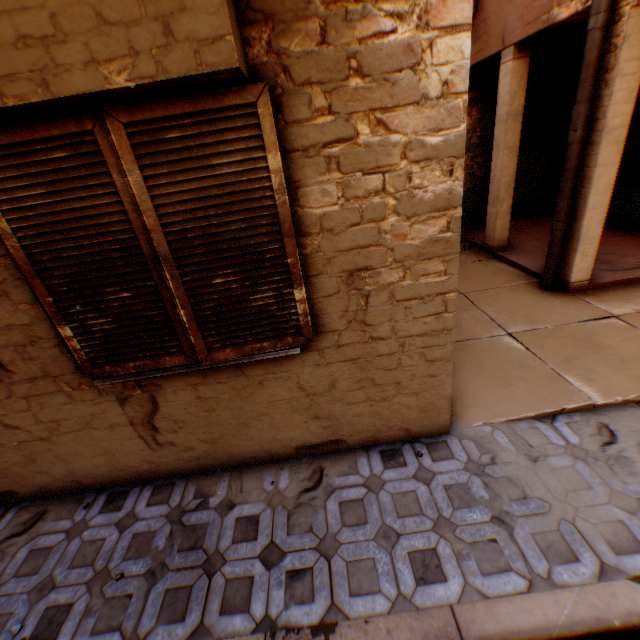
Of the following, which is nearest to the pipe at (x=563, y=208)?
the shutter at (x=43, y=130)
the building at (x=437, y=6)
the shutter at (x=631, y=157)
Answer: the building at (x=437, y=6)

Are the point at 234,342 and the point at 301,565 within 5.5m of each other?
yes

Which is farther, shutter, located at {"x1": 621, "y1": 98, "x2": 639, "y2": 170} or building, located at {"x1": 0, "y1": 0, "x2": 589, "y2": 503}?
shutter, located at {"x1": 621, "y1": 98, "x2": 639, "y2": 170}

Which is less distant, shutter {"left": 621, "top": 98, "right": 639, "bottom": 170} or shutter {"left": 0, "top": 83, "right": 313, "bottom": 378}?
shutter {"left": 0, "top": 83, "right": 313, "bottom": 378}

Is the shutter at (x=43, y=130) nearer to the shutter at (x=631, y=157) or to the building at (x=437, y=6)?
the building at (x=437, y=6)

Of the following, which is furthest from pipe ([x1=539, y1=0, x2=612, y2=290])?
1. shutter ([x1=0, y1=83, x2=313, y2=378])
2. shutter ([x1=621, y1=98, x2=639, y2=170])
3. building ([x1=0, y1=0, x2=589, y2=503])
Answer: shutter ([x1=0, y1=83, x2=313, y2=378])

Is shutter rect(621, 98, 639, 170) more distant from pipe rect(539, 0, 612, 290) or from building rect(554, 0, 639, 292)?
pipe rect(539, 0, 612, 290)

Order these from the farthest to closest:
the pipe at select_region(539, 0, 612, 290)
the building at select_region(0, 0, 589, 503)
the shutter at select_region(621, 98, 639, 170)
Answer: the shutter at select_region(621, 98, 639, 170)
the pipe at select_region(539, 0, 612, 290)
the building at select_region(0, 0, 589, 503)
